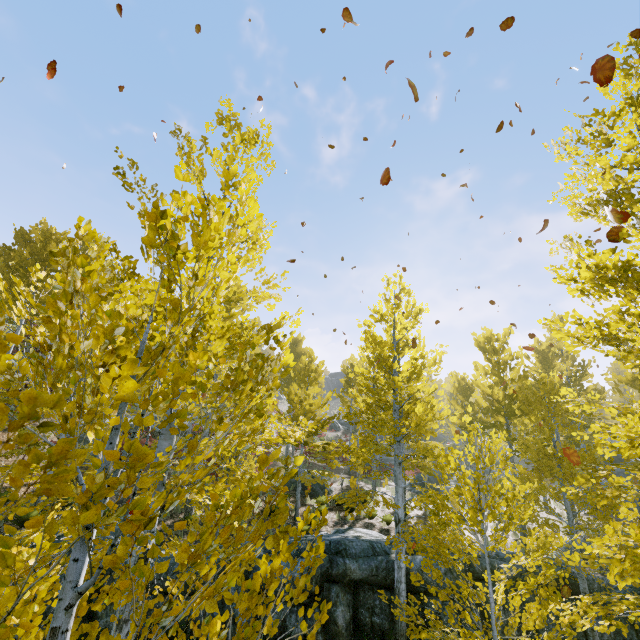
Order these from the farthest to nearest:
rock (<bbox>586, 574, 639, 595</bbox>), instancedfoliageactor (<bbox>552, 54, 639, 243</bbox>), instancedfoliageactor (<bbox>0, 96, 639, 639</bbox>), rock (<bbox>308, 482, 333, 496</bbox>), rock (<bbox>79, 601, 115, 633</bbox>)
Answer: rock (<bbox>308, 482, 333, 496</bbox>)
rock (<bbox>586, 574, 639, 595</bbox>)
rock (<bbox>79, 601, 115, 633</bbox>)
instancedfoliageactor (<bbox>552, 54, 639, 243</bbox>)
instancedfoliageactor (<bbox>0, 96, 639, 639</bbox>)

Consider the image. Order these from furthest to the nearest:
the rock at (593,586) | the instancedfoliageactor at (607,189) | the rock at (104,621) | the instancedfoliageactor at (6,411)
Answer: the rock at (593,586) → the rock at (104,621) → the instancedfoliageactor at (607,189) → the instancedfoliageactor at (6,411)

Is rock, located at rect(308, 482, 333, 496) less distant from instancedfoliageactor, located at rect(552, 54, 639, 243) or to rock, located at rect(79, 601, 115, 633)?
instancedfoliageactor, located at rect(552, 54, 639, 243)

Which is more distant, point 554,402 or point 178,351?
point 554,402

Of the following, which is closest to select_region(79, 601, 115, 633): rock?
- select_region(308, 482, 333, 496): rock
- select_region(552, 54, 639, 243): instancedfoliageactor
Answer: select_region(552, 54, 639, 243): instancedfoliageactor

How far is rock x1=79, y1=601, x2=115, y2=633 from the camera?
7.55m

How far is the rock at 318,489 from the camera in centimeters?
1816cm

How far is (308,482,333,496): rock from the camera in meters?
18.2
